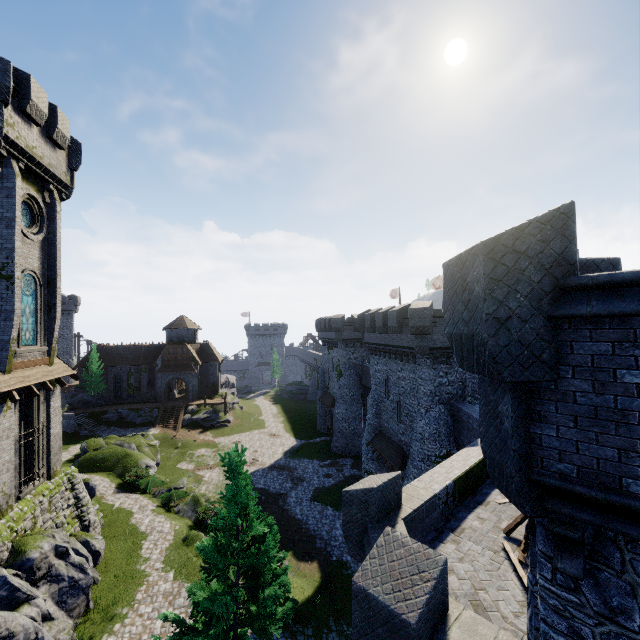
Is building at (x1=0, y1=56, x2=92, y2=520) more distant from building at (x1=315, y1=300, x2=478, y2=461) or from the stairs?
building at (x1=315, y1=300, x2=478, y2=461)

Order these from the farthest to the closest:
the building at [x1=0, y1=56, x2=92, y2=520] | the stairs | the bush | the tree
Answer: the stairs < the bush < the building at [x1=0, y1=56, x2=92, y2=520] < the tree

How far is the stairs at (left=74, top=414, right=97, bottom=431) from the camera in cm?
4278

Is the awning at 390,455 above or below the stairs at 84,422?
above

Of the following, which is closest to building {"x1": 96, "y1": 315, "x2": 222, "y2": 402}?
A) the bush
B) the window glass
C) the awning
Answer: the bush

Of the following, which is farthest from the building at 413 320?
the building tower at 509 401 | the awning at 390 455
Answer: the building tower at 509 401

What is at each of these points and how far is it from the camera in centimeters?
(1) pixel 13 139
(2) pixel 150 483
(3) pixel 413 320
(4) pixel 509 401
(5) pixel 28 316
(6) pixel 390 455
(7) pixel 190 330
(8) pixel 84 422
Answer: (1) building, 1465cm
(2) bush, 2712cm
(3) building, 2147cm
(4) building tower, 426cm
(5) window glass, 1655cm
(6) awning, 2539cm
(7) building, 5553cm
(8) stairs, 4338cm

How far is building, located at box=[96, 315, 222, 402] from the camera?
51.3m
